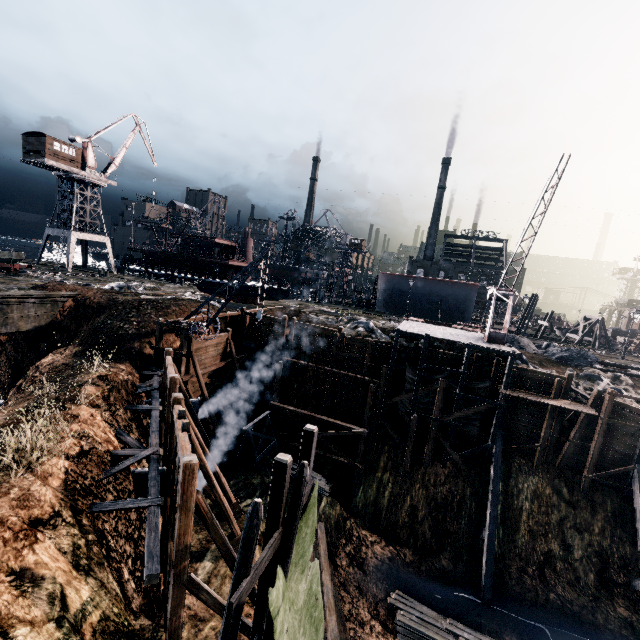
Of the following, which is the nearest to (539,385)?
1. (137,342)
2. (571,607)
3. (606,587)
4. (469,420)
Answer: (469,420)

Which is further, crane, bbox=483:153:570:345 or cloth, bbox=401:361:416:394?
cloth, bbox=401:361:416:394

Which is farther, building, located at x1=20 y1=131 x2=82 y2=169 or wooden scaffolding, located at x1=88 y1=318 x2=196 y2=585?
building, located at x1=20 y1=131 x2=82 y2=169

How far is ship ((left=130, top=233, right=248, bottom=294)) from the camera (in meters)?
54.59

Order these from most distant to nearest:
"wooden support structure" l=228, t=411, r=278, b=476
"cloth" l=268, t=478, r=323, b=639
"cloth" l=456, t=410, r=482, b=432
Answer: "cloth" l=456, t=410, r=482, b=432, "wooden support structure" l=228, t=411, r=278, b=476, "cloth" l=268, t=478, r=323, b=639

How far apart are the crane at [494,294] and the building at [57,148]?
55.0m

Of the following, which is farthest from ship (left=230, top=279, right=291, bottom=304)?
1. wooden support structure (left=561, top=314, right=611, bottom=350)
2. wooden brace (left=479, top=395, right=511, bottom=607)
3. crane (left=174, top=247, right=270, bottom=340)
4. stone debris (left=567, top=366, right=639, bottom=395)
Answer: wooden support structure (left=561, top=314, right=611, bottom=350)

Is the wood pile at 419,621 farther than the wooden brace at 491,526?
No
